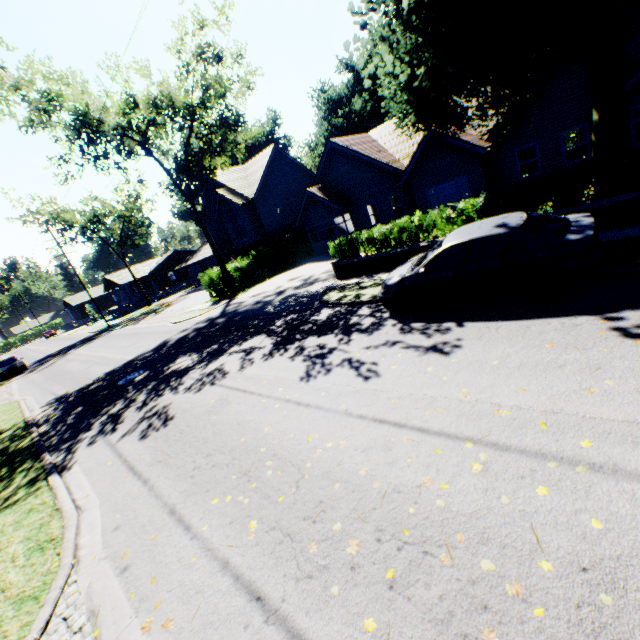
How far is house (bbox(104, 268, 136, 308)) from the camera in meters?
51.8 m

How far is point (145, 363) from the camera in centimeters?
1465cm

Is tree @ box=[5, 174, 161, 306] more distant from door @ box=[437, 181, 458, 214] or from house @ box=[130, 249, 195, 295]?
door @ box=[437, 181, 458, 214]

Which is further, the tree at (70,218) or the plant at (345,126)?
the plant at (345,126)

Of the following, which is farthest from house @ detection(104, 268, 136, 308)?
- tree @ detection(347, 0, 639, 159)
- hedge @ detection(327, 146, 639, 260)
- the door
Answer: the door

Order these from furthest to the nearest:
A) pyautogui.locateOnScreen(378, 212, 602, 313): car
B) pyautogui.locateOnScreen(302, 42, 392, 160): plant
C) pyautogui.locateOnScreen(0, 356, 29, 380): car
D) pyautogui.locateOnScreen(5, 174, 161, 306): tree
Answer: pyautogui.locateOnScreen(302, 42, 392, 160): plant → pyautogui.locateOnScreen(5, 174, 161, 306): tree → pyautogui.locateOnScreen(0, 356, 29, 380): car → pyautogui.locateOnScreen(378, 212, 602, 313): car

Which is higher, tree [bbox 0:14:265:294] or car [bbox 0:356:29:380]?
tree [bbox 0:14:265:294]

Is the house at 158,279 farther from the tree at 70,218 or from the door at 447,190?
the door at 447,190
